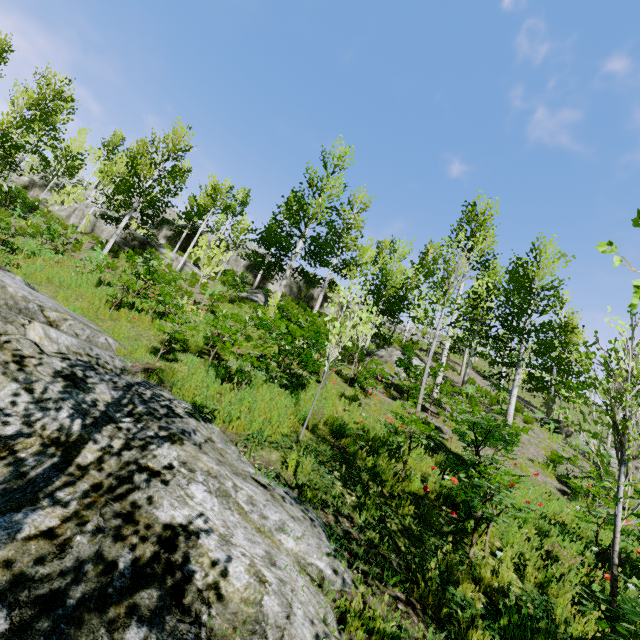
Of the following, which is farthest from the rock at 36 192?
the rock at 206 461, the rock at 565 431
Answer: the rock at 565 431

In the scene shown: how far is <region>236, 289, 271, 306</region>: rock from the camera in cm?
2016

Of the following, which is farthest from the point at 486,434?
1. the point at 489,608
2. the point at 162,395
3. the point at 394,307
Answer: the point at 394,307

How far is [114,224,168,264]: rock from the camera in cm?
2163

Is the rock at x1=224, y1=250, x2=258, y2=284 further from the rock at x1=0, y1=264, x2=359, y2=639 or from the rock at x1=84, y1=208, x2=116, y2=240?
the rock at x1=0, y1=264, x2=359, y2=639

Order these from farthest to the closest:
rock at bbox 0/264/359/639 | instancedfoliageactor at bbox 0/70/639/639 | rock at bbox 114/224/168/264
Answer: rock at bbox 114/224/168/264 < instancedfoliageactor at bbox 0/70/639/639 < rock at bbox 0/264/359/639

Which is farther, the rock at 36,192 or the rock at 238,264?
the rock at 238,264

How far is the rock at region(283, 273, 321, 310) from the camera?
29.7m
